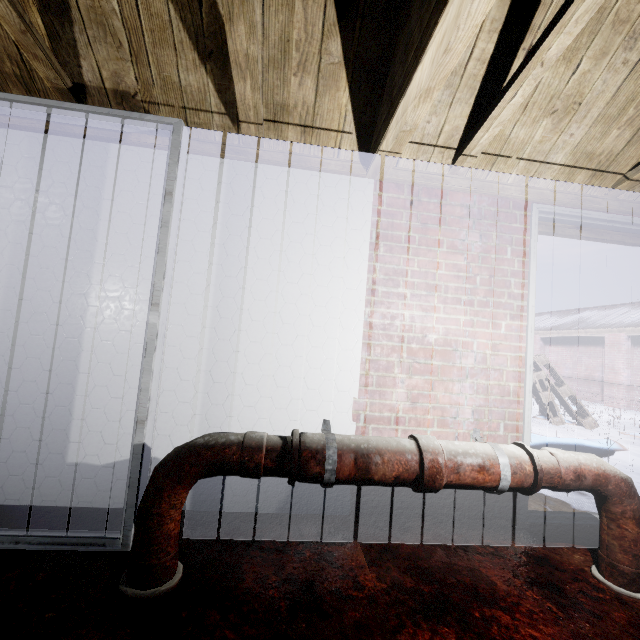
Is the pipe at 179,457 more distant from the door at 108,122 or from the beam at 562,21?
the beam at 562,21

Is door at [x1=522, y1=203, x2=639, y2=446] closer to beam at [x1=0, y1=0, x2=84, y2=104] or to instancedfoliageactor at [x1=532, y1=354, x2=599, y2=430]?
instancedfoliageactor at [x1=532, y1=354, x2=599, y2=430]

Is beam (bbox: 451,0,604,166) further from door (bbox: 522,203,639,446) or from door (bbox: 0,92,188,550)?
door (bbox: 0,92,188,550)

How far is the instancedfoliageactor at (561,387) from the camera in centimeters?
586cm

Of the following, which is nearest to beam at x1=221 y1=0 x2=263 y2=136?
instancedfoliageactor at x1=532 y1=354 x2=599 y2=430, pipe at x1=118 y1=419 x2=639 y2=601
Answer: pipe at x1=118 y1=419 x2=639 y2=601

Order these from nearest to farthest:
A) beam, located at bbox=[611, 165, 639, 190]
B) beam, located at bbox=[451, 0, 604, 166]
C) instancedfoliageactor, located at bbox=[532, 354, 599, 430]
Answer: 1. beam, located at bbox=[451, 0, 604, 166]
2. beam, located at bbox=[611, 165, 639, 190]
3. instancedfoliageactor, located at bbox=[532, 354, 599, 430]

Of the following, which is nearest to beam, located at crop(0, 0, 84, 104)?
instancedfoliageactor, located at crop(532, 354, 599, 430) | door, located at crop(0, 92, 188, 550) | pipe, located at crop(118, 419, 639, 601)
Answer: door, located at crop(0, 92, 188, 550)

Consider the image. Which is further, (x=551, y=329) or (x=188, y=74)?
(x=551, y=329)
